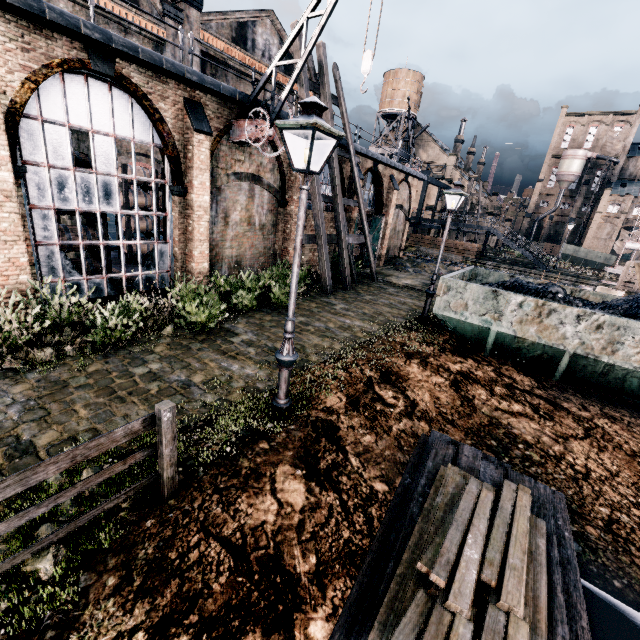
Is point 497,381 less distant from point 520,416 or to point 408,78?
point 520,416

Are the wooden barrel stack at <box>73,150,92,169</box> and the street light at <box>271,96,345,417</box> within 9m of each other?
no

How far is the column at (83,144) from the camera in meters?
13.8 m

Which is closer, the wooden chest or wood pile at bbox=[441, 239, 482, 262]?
the wooden chest

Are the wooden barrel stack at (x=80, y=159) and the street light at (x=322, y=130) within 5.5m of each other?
no

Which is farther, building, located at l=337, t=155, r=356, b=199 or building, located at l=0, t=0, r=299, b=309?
building, located at l=337, t=155, r=356, b=199

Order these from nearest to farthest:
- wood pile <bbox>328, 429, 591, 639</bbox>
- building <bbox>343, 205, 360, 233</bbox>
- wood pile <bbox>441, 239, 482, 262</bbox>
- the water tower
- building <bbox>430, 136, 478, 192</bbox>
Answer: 1. wood pile <bbox>328, 429, 591, 639</bbox>
2. building <bbox>343, 205, 360, 233</bbox>
3. wood pile <bbox>441, 239, 482, 262</bbox>
4. building <bbox>430, 136, 478, 192</bbox>
5. the water tower

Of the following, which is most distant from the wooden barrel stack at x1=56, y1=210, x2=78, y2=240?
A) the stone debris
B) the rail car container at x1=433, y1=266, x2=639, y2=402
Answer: the stone debris
